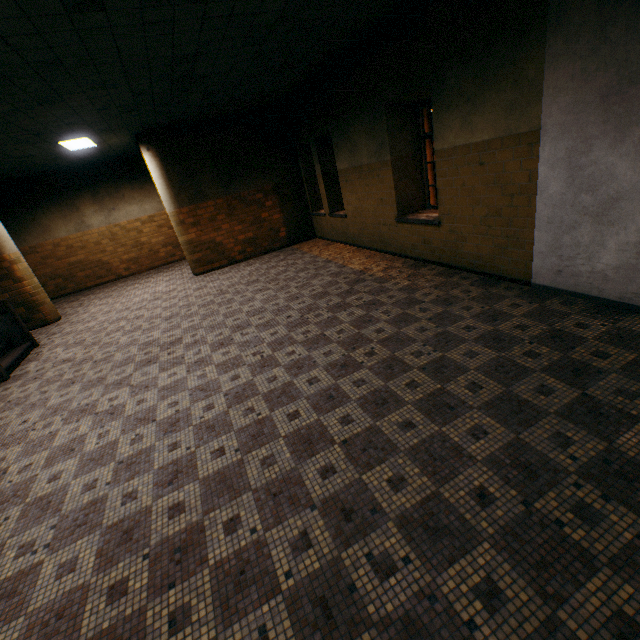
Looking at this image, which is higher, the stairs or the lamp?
the lamp

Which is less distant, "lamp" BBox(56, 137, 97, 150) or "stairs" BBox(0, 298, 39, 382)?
"stairs" BBox(0, 298, 39, 382)

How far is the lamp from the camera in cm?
744

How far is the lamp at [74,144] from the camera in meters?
7.4

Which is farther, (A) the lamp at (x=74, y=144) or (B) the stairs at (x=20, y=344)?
(A) the lamp at (x=74, y=144)

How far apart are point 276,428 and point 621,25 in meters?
4.9 m
